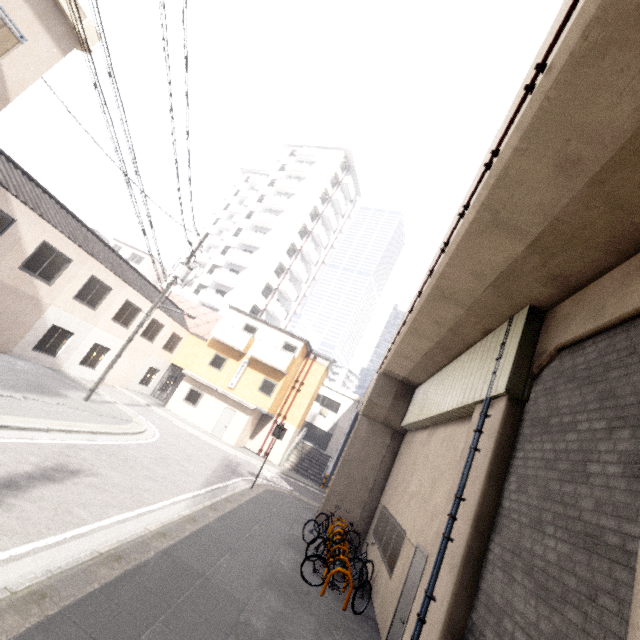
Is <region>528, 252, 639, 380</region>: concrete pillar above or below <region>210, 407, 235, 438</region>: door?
above

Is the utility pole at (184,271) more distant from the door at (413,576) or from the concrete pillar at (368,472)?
the door at (413,576)

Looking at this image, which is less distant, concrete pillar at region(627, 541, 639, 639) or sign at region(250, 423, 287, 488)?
concrete pillar at region(627, 541, 639, 639)

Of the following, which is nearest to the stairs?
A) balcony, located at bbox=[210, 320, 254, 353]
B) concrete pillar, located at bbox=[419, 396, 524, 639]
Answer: balcony, located at bbox=[210, 320, 254, 353]

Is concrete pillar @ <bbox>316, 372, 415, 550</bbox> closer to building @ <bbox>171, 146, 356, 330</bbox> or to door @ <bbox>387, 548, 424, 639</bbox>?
door @ <bbox>387, 548, 424, 639</bbox>

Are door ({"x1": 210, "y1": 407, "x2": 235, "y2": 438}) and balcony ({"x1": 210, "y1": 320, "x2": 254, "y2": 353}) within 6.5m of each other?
yes

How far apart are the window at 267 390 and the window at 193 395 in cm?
385

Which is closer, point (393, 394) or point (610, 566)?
point (610, 566)
